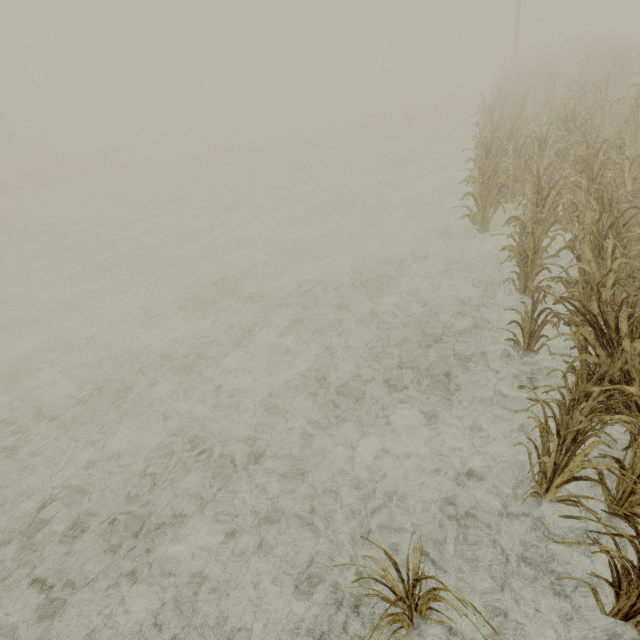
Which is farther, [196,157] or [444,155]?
[196,157]

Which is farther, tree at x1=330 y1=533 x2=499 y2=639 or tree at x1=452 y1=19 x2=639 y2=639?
tree at x1=452 y1=19 x2=639 y2=639

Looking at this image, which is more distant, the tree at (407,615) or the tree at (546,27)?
the tree at (546,27)
